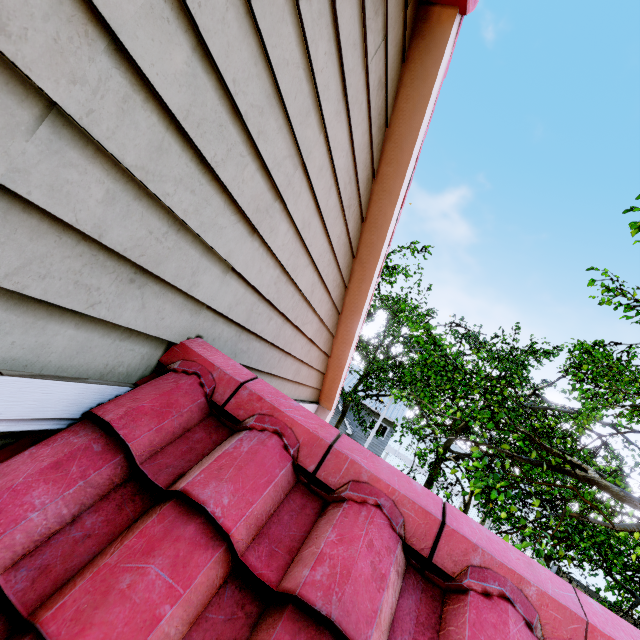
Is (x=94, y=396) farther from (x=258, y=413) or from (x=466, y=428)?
(x=466, y=428)
